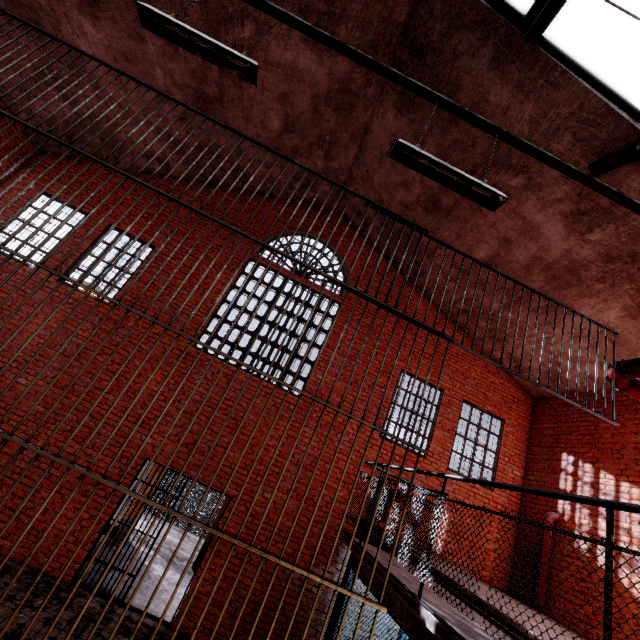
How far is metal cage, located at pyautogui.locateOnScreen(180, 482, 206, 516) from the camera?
11.95m

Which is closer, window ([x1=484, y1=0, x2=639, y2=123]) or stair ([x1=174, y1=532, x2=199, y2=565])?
window ([x1=484, y1=0, x2=639, y2=123])

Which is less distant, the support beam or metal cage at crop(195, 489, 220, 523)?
the support beam

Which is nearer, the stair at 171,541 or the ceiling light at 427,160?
the ceiling light at 427,160

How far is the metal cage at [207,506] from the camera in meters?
12.0

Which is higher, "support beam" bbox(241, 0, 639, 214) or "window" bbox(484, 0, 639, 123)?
"window" bbox(484, 0, 639, 123)

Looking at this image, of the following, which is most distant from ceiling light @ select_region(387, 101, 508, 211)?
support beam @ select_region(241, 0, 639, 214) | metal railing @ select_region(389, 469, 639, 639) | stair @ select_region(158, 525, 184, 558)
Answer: stair @ select_region(158, 525, 184, 558)

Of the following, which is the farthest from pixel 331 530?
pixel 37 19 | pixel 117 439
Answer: pixel 37 19
